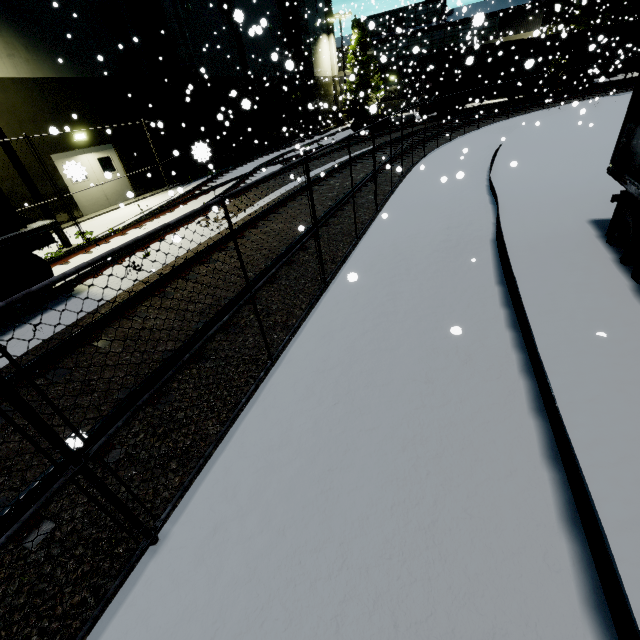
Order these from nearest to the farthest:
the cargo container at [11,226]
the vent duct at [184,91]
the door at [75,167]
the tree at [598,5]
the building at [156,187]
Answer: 1. the door at [75,167]
2. the cargo container at [11,226]
3. the building at [156,187]
4. the vent duct at [184,91]
5. the tree at [598,5]

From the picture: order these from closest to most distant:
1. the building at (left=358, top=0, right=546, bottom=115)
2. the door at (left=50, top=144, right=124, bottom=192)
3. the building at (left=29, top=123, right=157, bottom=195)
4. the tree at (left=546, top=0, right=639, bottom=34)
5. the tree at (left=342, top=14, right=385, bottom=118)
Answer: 1. the door at (left=50, top=144, right=124, bottom=192)
2. the building at (left=29, top=123, right=157, bottom=195)
3. the tree at (left=546, top=0, right=639, bottom=34)
4. the building at (left=358, top=0, right=546, bottom=115)
5. the tree at (left=342, top=14, right=385, bottom=118)

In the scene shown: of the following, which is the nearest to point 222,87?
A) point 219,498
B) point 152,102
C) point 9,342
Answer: point 152,102

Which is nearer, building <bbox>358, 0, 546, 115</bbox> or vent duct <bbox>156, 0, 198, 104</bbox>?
vent duct <bbox>156, 0, 198, 104</bbox>

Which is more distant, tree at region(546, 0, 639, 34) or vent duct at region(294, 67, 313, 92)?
tree at region(546, 0, 639, 34)

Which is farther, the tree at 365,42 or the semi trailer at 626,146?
the tree at 365,42

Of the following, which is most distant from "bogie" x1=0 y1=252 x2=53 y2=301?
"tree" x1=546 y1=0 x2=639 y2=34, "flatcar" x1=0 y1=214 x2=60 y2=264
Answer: "tree" x1=546 y1=0 x2=639 y2=34

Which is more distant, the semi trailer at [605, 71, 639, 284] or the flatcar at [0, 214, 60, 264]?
the flatcar at [0, 214, 60, 264]
